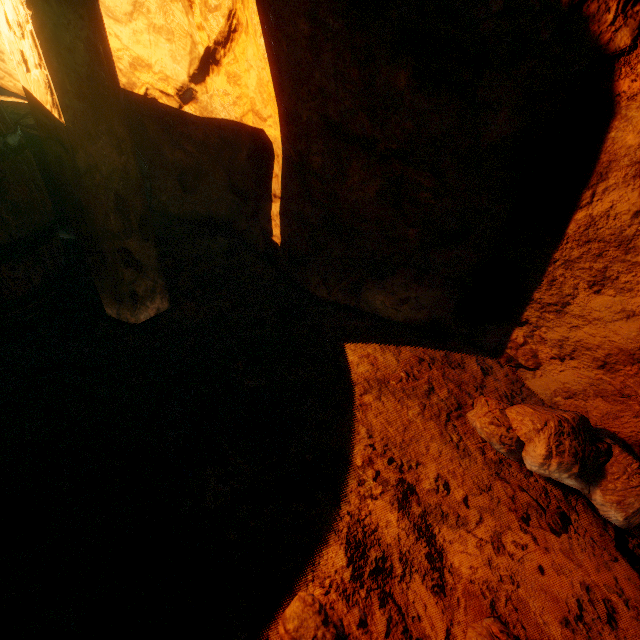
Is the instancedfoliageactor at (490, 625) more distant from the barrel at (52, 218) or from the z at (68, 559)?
the barrel at (52, 218)

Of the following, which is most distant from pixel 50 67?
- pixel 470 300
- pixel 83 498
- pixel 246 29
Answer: pixel 470 300

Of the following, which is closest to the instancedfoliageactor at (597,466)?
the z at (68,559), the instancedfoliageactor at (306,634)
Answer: the z at (68,559)

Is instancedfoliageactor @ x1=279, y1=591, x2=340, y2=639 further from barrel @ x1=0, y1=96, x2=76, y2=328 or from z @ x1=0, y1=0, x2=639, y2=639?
barrel @ x1=0, y1=96, x2=76, y2=328

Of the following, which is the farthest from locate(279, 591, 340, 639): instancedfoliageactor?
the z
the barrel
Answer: the barrel

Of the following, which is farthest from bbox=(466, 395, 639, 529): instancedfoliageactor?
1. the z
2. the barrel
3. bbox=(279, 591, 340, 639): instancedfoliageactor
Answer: the barrel

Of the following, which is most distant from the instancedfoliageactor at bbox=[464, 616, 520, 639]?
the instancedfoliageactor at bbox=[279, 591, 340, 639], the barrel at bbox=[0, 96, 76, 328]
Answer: the barrel at bbox=[0, 96, 76, 328]
